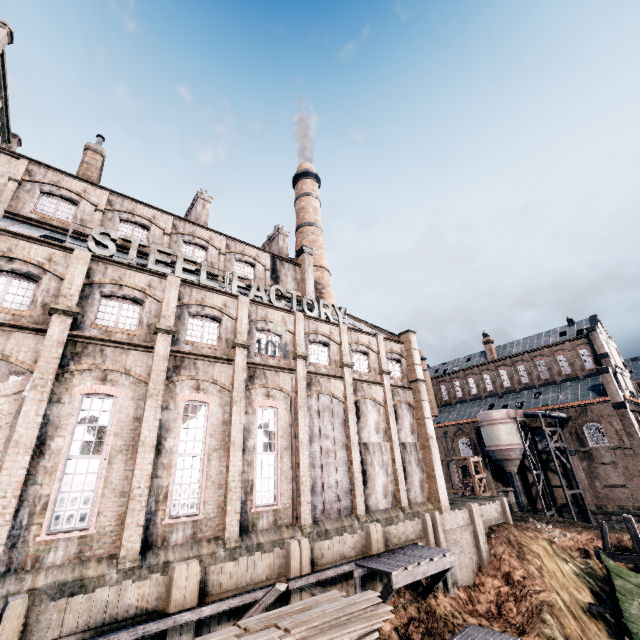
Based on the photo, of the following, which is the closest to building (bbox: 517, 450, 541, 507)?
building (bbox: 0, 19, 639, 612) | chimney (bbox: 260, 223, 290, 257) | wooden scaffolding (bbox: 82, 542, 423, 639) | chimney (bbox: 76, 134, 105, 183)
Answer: building (bbox: 0, 19, 639, 612)

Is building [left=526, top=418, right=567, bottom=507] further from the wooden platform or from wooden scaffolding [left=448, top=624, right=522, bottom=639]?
the wooden platform

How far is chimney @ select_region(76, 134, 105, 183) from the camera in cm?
2586

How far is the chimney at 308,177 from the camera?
37.9m

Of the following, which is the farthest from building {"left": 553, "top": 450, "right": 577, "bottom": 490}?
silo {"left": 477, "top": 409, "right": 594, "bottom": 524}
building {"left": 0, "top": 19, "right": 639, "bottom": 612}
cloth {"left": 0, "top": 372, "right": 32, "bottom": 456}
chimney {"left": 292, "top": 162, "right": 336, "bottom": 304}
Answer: cloth {"left": 0, "top": 372, "right": 32, "bottom": 456}

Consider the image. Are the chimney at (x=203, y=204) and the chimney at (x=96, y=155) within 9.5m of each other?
yes

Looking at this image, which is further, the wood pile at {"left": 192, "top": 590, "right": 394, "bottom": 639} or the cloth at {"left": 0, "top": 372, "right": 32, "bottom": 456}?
the cloth at {"left": 0, "top": 372, "right": 32, "bottom": 456}

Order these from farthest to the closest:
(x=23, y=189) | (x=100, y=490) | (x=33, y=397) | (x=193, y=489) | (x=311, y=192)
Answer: (x=311, y=192) → (x=23, y=189) → (x=193, y=489) → (x=100, y=490) → (x=33, y=397)
